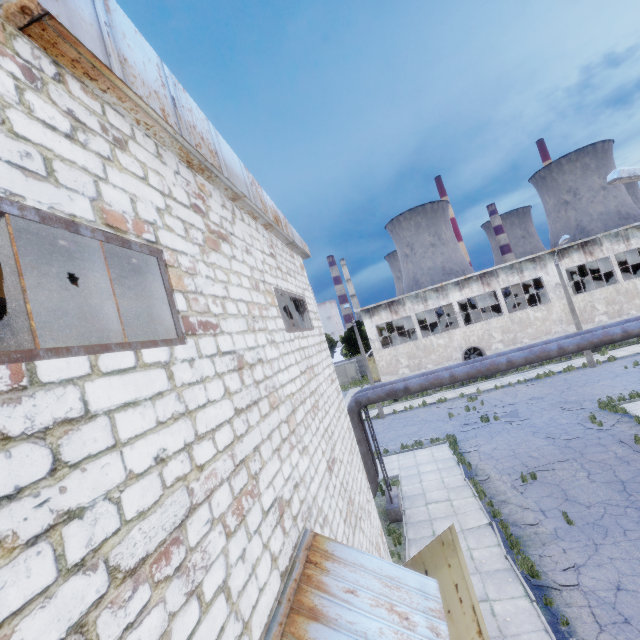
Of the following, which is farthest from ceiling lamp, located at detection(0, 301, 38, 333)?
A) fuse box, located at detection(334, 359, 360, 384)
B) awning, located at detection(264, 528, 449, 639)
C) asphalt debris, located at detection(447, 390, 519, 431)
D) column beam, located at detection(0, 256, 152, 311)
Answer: fuse box, located at detection(334, 359, 360, 384)

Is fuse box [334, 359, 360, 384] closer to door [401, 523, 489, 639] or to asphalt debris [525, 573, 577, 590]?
asphalt debris [525, 573, 577, 590]

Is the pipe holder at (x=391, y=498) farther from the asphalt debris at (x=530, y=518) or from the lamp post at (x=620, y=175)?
the lamp post at (x=620, y=175)

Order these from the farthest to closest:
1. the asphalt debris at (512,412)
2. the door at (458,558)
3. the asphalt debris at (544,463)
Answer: the asphalt debris at (512,412) → the asphalt debris at (544,463) → the door at (458,558)

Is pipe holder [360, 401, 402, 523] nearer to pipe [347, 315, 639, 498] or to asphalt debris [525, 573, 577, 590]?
pipe [347, 315, 639, 498]

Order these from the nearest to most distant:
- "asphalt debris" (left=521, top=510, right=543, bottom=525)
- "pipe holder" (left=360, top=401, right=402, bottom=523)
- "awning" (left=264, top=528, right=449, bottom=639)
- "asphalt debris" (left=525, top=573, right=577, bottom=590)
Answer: "awning" (left=264, top=528, right=449, bottom=639) < "asphalt debris" (left=525, top=573, right=577, bottom=590) < "asphalt debris" (left=521, top=510, right=543, bottom=525) < "pipe holder" (left=360, top=401, right=402, bottom=523)

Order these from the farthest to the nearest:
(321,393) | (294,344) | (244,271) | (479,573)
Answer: (479,573)
(321,393)
(294,344)
(244,271)

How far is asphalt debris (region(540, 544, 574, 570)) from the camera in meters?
9.0
